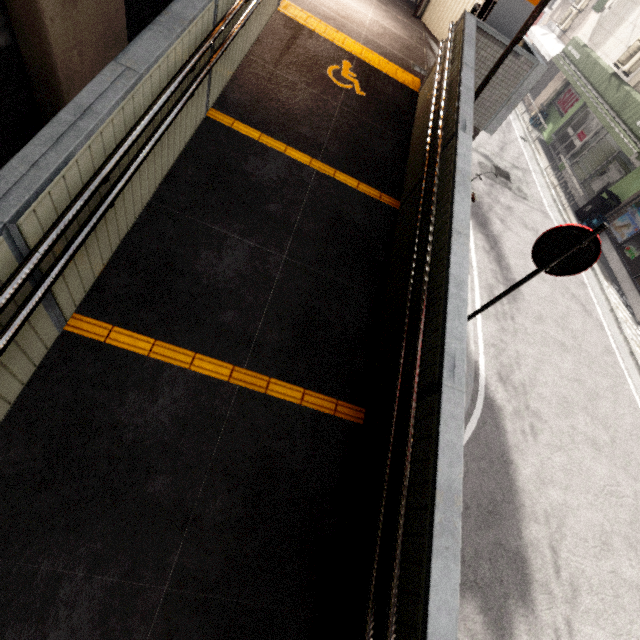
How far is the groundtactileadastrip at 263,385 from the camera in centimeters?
273cm

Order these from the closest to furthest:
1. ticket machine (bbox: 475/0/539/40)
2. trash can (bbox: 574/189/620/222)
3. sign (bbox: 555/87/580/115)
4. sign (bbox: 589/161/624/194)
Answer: ticket machine (bbox: 475/0/539/40) < trash can (bbox: 574/189/620/222) < sign (bbox: 589/161/624/194) < sign (bbox: 555/87/580/115)

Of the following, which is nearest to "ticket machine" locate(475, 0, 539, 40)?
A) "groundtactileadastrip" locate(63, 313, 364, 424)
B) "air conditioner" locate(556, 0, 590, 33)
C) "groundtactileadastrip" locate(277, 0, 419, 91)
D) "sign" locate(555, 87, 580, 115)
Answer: "groundtactileadastrip" locate(277, 0, 419, 91)

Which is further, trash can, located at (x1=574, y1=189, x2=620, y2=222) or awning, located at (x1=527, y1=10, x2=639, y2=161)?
trash can, located at (x1=574, y1=189, x2=620, y2=222)

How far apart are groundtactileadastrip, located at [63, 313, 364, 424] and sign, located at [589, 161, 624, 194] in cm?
1524

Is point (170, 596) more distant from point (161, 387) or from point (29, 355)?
point (29, 355)

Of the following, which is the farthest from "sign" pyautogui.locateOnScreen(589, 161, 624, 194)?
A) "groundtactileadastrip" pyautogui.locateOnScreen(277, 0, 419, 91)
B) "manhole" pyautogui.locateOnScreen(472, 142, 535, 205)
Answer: "groundtactileadastrip" pyautogui.locateOnScreen(277, 0, 419, 91)

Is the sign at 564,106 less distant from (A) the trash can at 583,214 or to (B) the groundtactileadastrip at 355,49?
(A) the trash can at 583,214
